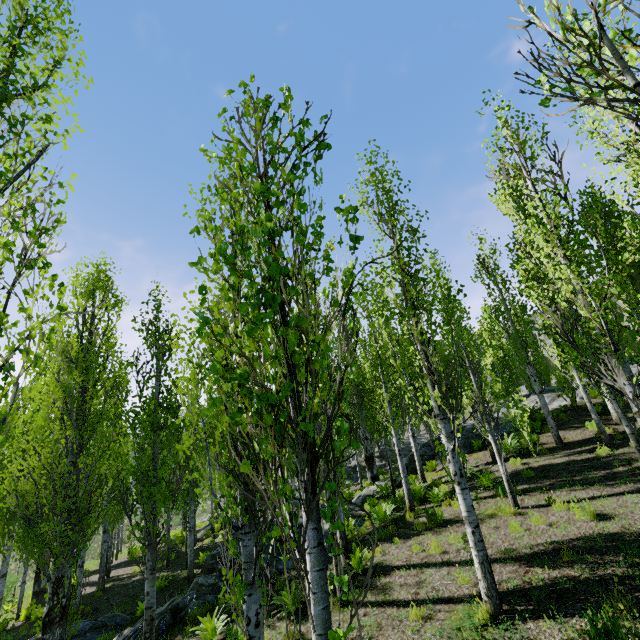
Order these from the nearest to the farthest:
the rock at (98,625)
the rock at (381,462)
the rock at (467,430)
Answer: the rock at (98,625) < the rock at (467,430) < the rock at (381,462)

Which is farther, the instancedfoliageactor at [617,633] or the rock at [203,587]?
the rock at [203,587]

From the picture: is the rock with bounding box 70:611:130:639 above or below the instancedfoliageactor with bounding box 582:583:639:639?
below

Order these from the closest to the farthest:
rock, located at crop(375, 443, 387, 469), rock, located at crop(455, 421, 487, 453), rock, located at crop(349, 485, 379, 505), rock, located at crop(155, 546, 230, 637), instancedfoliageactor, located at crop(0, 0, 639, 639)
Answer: instancedfoliageactor, located at crop(0, 0, 639, 639)
rock, located at crop(155, 546, 230, 637)
rock, located at crop(349, 485, 379, 505)
rock, located at crop(455, 421, 487, 453)
rock, located at crop(375, 443, 387, 469)

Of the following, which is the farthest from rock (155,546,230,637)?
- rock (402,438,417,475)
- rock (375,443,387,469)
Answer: rock (402,438,417,475)

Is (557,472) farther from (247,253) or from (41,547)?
(41,547)

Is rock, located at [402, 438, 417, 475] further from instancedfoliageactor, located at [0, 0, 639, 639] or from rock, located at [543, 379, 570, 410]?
rock, located at [543, 379, 570, 410]

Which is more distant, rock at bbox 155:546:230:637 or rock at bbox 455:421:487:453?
rock at bbox 455:421:487:453
